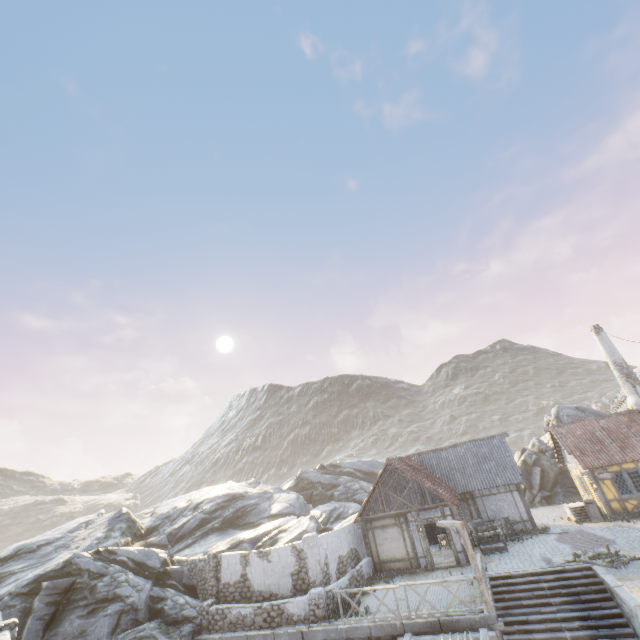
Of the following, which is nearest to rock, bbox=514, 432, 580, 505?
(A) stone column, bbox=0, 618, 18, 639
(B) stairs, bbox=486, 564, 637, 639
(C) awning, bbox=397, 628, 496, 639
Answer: (A) stone column, bbox=0, 618, 18, 639

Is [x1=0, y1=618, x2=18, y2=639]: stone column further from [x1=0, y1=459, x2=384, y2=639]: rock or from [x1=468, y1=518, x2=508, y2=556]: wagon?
[x1=468, y1=518, x2=508, y2=556]: wagon

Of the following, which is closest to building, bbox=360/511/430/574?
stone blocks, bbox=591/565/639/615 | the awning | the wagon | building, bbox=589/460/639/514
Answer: the wagon

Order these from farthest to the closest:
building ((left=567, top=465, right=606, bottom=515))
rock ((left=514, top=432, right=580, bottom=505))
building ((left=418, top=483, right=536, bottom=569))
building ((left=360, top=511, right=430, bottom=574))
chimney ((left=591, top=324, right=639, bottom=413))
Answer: rock ((left=514, top=432, right=580, bottom=505)) < chimney ((left=591, top=324, right=639, bottom=413)) < building ((left=567, top=465, right=606, bottom=515)) < building ((left=360, top=511, right=430, bottom=574)) < building ((left=418, top=483, right=536, bottom=569))

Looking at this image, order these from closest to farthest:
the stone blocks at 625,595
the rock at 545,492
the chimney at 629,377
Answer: the stone blocks at 625,595, the chimney at 629,377, the rock at 545,492

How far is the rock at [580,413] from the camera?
29.44m

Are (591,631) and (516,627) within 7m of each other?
yes

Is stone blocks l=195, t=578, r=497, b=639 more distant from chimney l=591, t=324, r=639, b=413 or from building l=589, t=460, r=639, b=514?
chimney l=591, t=324, r=639, b=413
